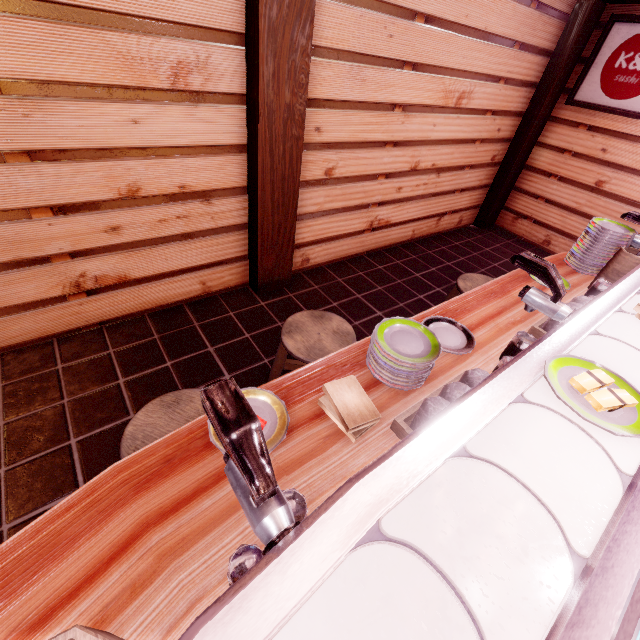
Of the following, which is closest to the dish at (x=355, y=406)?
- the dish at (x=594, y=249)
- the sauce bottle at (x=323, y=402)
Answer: the sauce bottle at (x=323, y=402)

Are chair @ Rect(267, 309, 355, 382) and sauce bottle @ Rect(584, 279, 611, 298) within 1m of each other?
no

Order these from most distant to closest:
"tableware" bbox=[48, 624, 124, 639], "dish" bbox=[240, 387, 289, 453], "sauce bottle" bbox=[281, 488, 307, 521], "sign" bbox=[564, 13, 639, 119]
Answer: "sign" bbox=[564, 13, 639, 119], "dish" bbox=[240, 387, 289, 453], "sauce bottle" bbox=[281, 488, 307, 521], "tableware" bbox=[48, 624, 124, 639]

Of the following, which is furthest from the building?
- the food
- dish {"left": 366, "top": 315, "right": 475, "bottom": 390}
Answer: the food

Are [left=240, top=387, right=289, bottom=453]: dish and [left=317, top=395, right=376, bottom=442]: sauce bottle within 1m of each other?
yes

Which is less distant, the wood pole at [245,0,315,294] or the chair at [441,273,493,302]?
the wood pole at [245,0,315,294]

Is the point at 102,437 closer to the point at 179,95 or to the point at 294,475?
the point at 294,475

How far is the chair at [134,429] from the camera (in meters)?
2.55
